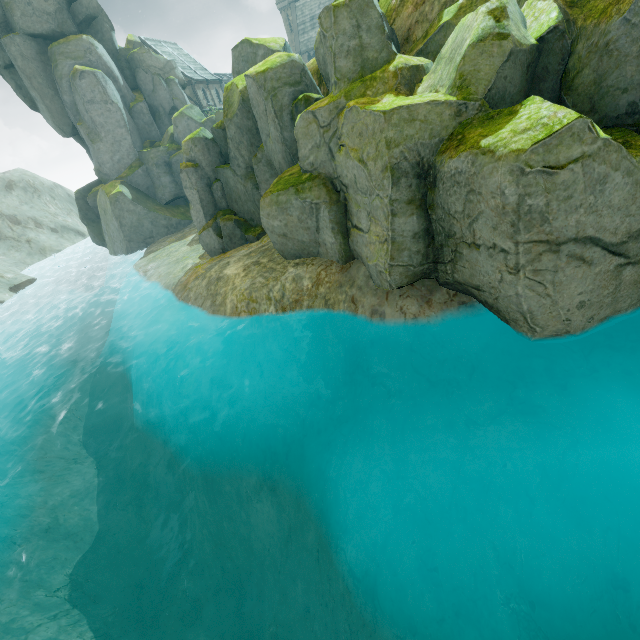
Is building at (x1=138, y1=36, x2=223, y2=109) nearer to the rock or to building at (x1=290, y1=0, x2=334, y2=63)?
the rock

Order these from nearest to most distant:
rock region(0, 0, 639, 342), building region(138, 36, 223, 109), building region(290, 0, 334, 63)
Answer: rock region(0, 0, 639, 342) < building region(138, 36, 223, 109) < building region(290, 0, 334, 63)

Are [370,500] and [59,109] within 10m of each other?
no

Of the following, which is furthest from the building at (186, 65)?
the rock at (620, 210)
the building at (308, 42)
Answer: the building at (308, 42)

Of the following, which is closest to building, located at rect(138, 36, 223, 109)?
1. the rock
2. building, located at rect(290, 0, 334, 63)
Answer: the rock

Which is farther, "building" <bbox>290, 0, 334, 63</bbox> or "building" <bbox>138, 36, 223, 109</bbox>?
"building" <bbox>290, 0, 334, 63</bbox>

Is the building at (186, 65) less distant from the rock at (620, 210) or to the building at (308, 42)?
the rock at (620, 210)
